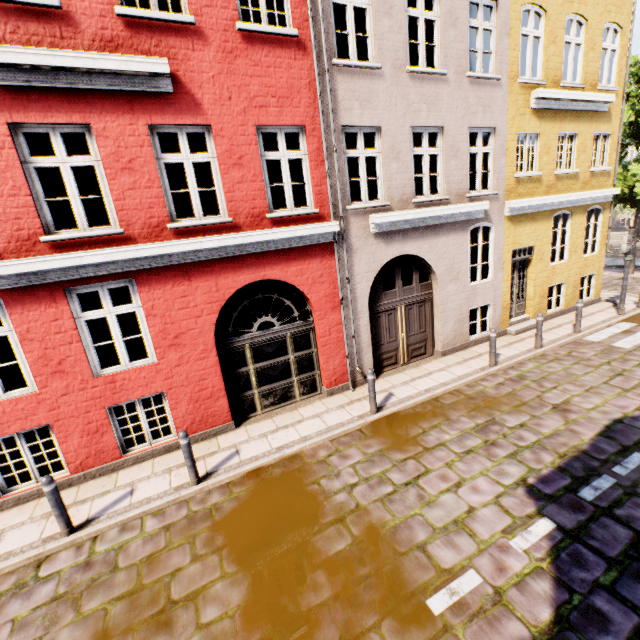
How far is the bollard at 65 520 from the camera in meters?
5.0 m

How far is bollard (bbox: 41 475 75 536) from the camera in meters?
5.0 m

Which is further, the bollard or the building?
the building

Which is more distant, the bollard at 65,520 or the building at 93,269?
the building at 93,269

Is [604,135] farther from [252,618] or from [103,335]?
[103,335]
